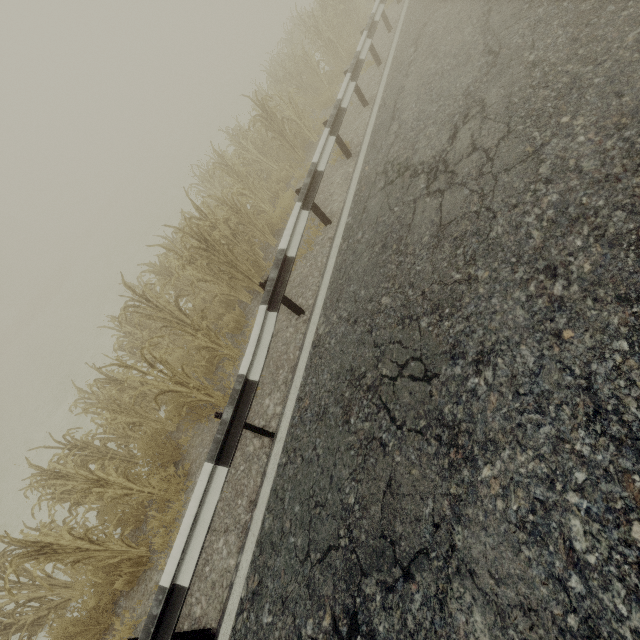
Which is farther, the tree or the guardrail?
the tree

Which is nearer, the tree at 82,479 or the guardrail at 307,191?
the guardrail at 307,191

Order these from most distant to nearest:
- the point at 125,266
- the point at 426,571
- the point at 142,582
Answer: the point at 125,266 < the point at 142,582 < the point at 426,571
